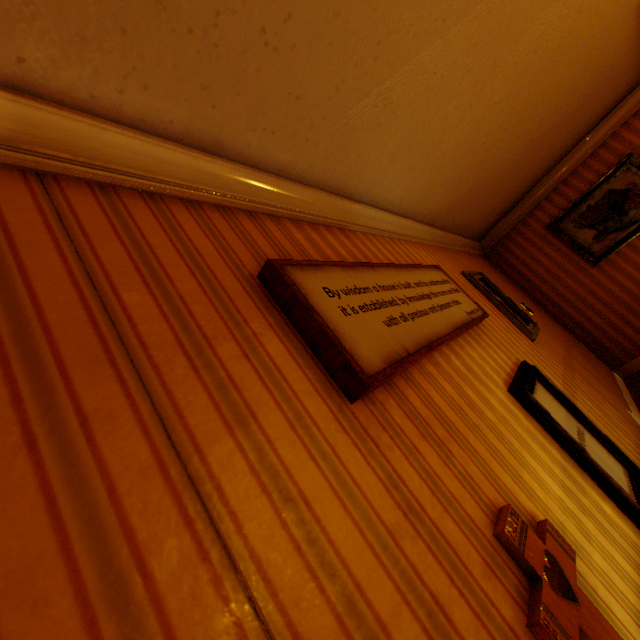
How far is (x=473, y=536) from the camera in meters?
0.9 m

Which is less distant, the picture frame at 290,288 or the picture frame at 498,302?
the picture frame at 290,288

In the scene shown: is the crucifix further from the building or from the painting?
the painting

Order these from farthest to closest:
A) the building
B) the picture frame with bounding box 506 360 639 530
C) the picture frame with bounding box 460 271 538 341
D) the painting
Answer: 1. the painting
2. the picture frame with bounding box 460 271 538 341
3. the picture frame with bounding box 506 360 639 530
4. the building

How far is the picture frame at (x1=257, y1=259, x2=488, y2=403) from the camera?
1.1 meters

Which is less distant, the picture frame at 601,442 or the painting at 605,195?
the picture frame at 601,442

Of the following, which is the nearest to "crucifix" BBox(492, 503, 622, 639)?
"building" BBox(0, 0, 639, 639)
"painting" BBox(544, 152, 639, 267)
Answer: "building" BBox(0, 0, 639, 639)

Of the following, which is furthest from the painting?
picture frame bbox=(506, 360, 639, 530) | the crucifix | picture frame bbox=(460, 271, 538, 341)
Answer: the crucifix
